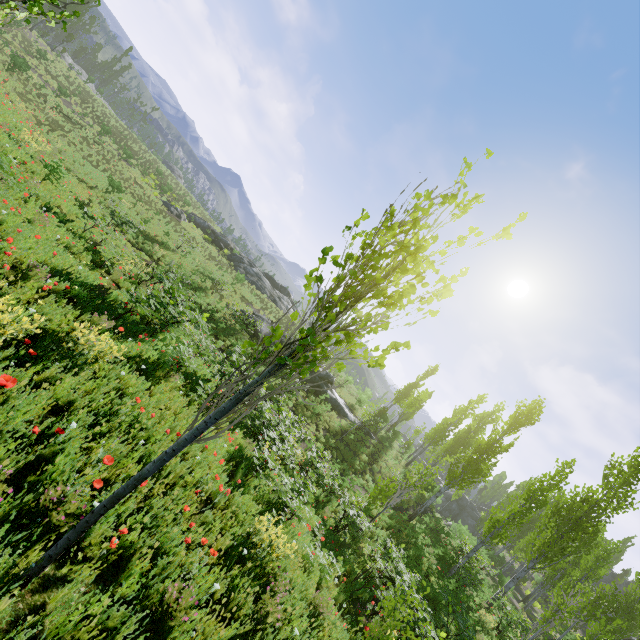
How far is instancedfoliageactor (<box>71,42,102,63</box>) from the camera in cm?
5384

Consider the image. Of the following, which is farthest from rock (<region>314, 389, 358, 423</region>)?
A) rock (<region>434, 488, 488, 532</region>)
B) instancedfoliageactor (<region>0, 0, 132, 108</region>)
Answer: rock (<region>434, 488, 488, 532</region>)

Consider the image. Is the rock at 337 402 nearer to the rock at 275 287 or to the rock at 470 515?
the rock at 275 287

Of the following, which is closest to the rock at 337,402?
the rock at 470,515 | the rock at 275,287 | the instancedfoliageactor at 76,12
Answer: the instancedfoliageactor at 76,12

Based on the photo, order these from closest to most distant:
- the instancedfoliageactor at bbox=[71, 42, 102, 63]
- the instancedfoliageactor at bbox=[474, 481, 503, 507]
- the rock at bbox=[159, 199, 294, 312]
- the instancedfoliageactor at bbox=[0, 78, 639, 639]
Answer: the instancedfoliageactor at bbox=[0, 78, 639, 639], the rock at bbox=[159, 199, 294, 312], the instancedfoliageactor at bbox=[71, 42, 102, 63], the instancedfoliageactor at bbox=[474, 481, 503, 507]

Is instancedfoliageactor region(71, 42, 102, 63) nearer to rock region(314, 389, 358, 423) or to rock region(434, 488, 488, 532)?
rock region(434, 488, 488, 532)

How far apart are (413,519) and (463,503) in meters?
35.6 m

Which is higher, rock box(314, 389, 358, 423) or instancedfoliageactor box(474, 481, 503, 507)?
instancedfoliageactor box(474, 481, 503, 507)
